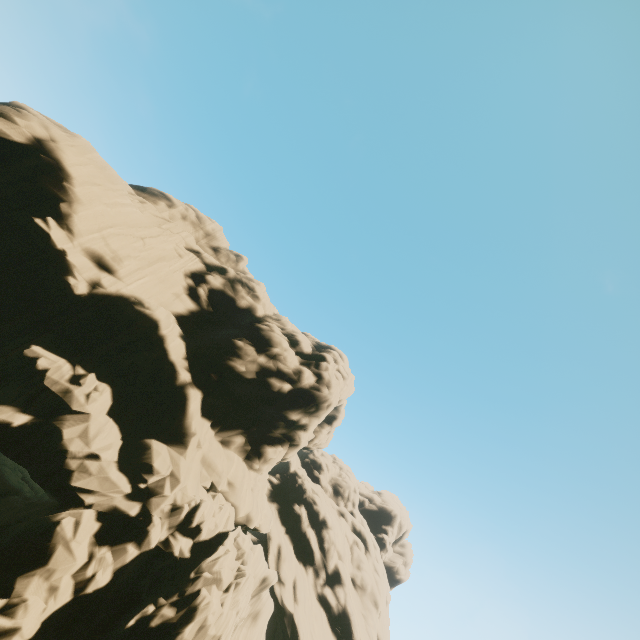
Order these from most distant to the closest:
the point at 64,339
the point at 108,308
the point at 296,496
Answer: the point at 296,496
the point at 108,308
the point at 64,339
